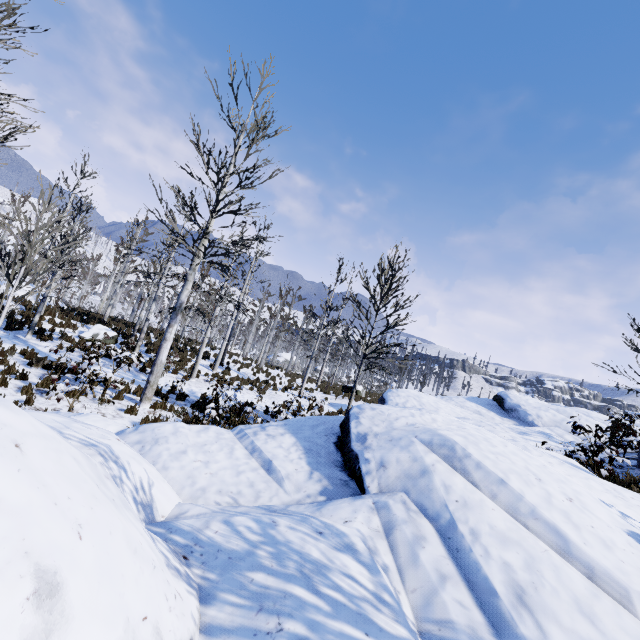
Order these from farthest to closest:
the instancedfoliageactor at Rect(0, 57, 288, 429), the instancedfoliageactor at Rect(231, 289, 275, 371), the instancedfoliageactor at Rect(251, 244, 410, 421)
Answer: the instancedfoliageactor at Rect(231, 289, 275, 371) < the instancedfoliageactor at Rect(251, 244, 410, 421) < the instancedfoliageactor at Rect(0, 57, 288, 429)

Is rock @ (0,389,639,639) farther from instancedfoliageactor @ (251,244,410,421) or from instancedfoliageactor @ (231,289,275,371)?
instancedfoliageactor @ (231,289,275,371)

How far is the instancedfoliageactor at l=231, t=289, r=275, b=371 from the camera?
23.92m

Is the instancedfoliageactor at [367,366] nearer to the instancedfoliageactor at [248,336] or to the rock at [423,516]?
the instancedfoliageactor at [248,336]

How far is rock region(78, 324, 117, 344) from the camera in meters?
15.6 m

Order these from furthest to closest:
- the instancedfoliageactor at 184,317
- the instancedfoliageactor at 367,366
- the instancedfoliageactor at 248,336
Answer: the instancedfoliageactor at 248,336
the instancedfoliageactor at 367,366
the instancedfoliageactor at 184,317

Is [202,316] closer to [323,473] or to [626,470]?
[323,473]

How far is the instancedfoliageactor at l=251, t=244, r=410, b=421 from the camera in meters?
10.0 m
